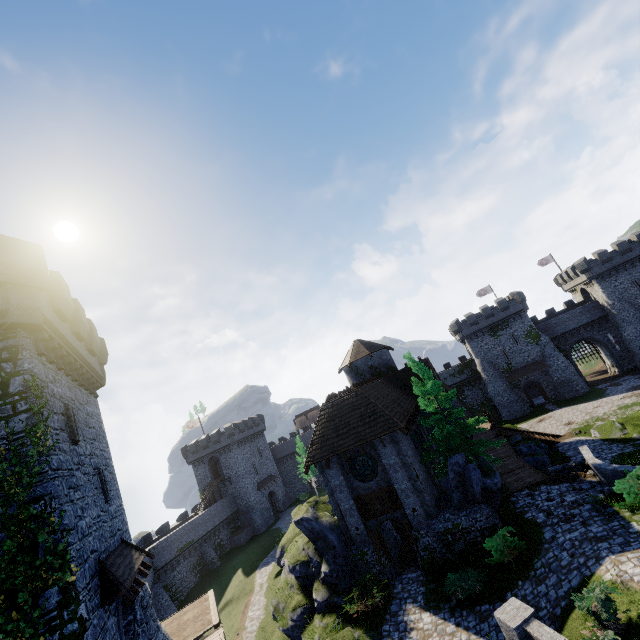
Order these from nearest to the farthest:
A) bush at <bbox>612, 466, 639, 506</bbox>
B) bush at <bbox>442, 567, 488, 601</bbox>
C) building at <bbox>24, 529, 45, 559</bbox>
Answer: building at <bbox>24, 529, 45, 559</bbox> → bush at <bbox>612, 466, 639, 506</bbox> → bush at <bbox>442, 567, 488, 601</bbox>

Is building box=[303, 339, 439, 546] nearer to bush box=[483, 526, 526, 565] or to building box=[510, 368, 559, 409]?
bush box=[483, 526, 526, 565]

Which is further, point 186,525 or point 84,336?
point 186,525

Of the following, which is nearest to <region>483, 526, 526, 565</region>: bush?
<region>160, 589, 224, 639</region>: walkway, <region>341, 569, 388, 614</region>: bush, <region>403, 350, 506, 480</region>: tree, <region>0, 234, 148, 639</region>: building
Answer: <region>403, 350, 506, 480</region>: tree

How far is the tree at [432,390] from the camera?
19.8 meters

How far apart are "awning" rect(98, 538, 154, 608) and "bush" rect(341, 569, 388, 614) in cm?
971

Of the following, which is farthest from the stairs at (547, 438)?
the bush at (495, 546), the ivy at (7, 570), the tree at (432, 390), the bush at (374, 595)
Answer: the ivy at (7, 570)

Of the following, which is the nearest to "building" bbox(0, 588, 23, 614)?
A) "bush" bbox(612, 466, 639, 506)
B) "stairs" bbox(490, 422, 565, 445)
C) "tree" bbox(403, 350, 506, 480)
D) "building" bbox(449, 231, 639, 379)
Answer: "tree" bbox(403, 350, 506, 480)
